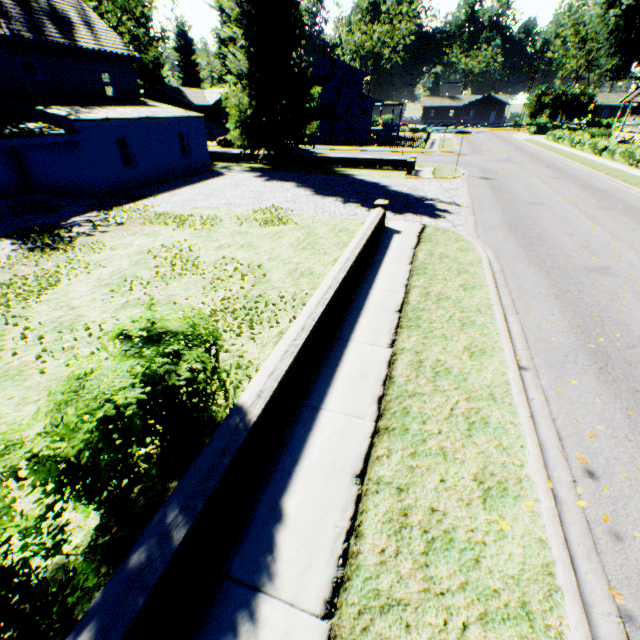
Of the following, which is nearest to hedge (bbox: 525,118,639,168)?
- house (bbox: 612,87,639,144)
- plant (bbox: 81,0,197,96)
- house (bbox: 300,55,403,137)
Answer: plant (bbox: 81,0,197,96)

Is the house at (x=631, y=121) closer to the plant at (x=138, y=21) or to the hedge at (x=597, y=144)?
the plant at (x=138, y=21)

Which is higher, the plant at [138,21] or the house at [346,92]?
the plant at [138,21]

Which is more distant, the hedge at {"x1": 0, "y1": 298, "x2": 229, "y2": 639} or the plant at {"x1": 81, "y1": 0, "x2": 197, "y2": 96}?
the plant at {"x1": 81, "y1": 0, "x2": 197, "y2": 96}

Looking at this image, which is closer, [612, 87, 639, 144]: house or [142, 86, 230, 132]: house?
[612, 87, 639, 144]: house

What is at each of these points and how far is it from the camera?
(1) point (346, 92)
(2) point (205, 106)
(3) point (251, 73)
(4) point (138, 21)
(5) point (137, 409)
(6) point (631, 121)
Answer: (1) house, 40.0m
(2) house, 51.4m
(3) plant, 21.8m
(4) plant, 47.1m
(5) hedge, 2.8m
(6) house, 49.6m

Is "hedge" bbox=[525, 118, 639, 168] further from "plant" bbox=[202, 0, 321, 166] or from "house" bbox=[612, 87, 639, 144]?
"house" bbox=[612, 87, 639, 144]
